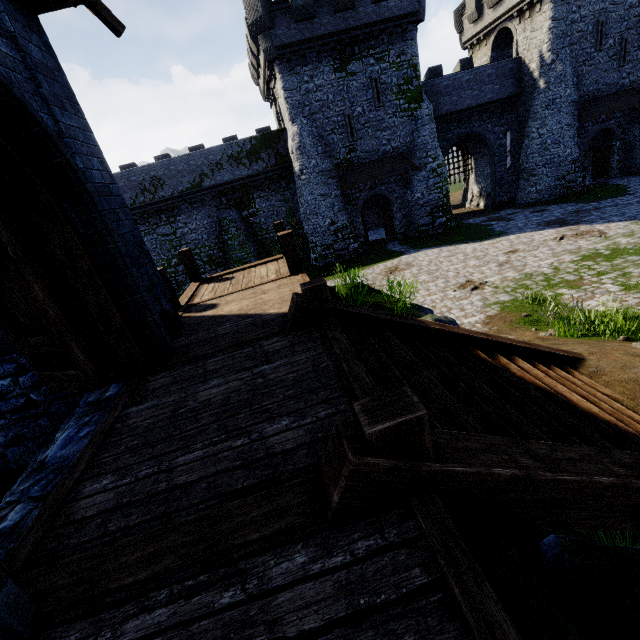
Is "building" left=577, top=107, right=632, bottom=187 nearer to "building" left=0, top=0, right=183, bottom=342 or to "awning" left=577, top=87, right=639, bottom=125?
"awning" left=577, top=87, right=639, bottom=125

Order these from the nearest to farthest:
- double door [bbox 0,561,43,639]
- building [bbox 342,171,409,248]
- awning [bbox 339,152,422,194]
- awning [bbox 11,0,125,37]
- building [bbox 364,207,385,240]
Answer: double door [bbox 0,561,43,639] < awning [bbox 11,0,125,37] < awning [bbox 339,152,422,194] < building [bbox 342,171,409,248] < building [bbox 364,207,385,240]

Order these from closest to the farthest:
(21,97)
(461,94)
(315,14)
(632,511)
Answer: (632,511)
(21,97)
(315,14)
(461,94)

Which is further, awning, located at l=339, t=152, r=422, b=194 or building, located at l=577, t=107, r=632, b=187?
building, located at l=577, t=107, r=632, b=187

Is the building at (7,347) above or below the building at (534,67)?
below

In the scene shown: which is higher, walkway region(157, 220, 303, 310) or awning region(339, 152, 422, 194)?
awning region(339, 152, 422, 194)

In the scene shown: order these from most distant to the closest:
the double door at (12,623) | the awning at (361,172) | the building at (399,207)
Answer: the building at (399,207) → the awning at (361,172) → the double door at (12,623)

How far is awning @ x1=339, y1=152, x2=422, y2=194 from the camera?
23.5 meters
